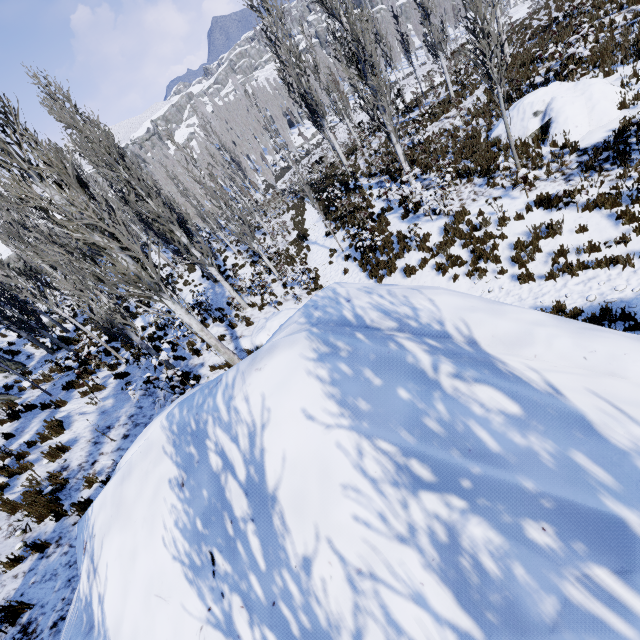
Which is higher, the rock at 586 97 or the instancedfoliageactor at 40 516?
the instancedfoliageactor at 40 516

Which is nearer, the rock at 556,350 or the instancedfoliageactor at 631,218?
the rock at 556,350

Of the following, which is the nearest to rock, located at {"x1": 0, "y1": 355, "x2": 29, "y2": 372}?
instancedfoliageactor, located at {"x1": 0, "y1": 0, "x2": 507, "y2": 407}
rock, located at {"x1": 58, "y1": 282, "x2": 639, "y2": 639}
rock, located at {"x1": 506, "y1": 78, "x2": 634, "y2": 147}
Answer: instancedfoliageactor, located at {"x1": 0, "y1": 0, "x2": 507, "y2": 407}

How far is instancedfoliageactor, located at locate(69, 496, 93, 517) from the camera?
6.20m

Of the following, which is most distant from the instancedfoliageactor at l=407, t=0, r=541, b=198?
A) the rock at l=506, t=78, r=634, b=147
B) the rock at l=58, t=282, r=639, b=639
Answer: the rock at l=506, t=78, r=634, b=147

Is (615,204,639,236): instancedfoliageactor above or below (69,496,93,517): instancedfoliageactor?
below

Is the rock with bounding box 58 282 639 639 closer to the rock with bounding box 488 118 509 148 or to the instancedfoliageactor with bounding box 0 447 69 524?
the instancedfoliageactor with bounding box 0 447 69 524

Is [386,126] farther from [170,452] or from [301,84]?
[170,452]
